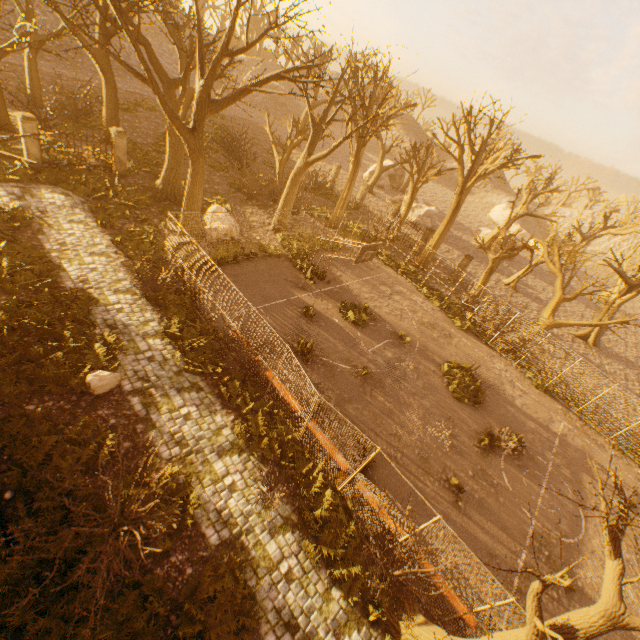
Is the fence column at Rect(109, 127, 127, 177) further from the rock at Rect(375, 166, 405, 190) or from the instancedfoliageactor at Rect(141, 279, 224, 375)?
the rock at Rect(375, 166, 405, 190)

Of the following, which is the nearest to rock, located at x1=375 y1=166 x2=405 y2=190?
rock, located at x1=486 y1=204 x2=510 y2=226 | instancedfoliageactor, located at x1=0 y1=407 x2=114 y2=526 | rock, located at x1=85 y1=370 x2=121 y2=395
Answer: rock, located at x1=486 y1=204 x2=510 y2=226

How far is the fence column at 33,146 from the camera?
15.91m

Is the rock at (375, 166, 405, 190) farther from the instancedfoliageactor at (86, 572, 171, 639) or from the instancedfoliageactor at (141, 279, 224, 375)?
the instancedfoliageactor at (86, 572, 171, 639)

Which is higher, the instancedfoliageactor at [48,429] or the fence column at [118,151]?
the fence column at [118,151]

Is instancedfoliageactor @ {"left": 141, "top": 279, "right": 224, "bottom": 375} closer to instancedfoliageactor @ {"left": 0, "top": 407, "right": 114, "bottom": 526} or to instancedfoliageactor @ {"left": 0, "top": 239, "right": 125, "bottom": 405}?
instancedfoliageactor @ {"left": 0, "top": 239, "right": 125, "bottom": 405}

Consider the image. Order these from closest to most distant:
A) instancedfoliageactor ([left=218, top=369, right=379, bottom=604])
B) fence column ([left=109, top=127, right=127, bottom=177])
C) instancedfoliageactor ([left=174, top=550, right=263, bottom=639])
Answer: instancedfoliageactor ([left=174, top=550, right=263, bottom=639])
instancedfoliageactor ([left=218, top=369, right=379, bottom=604])
fence column ([left=109, top=127, right=127, bottom=177])

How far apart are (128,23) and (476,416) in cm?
2311
